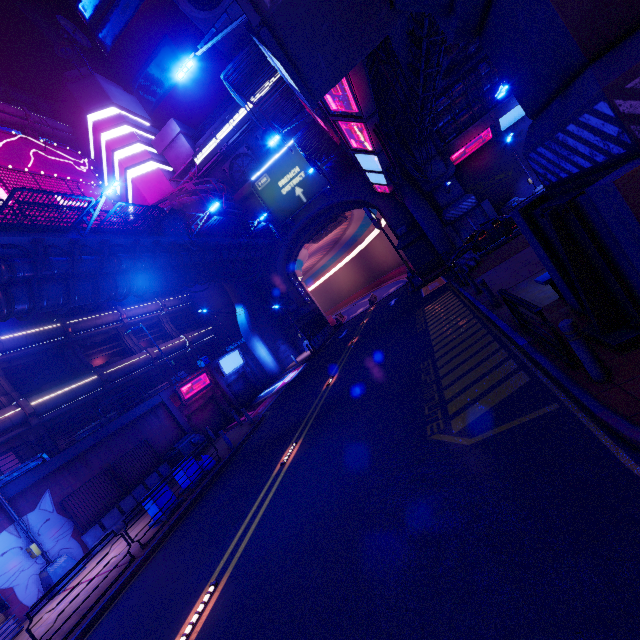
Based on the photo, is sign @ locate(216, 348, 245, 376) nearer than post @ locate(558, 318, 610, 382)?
No

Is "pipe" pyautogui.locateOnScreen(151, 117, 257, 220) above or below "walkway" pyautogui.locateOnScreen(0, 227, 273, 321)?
above

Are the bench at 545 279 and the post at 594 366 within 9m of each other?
yes

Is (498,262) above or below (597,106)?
below

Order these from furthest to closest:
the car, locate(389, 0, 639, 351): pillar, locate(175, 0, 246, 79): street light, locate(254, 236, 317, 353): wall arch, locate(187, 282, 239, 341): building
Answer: locate(187, 282, 239, 341): building
locate(254, 236, 317, 353): wall arch
the car
locate(175, 0, 246, 79): street light
locate(389, 0, 639, 351): pillar

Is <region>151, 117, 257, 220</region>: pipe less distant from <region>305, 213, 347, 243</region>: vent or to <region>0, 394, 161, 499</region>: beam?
<region>305, 213, 347, 243</region>: vent

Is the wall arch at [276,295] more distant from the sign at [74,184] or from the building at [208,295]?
the sign at [74,184]

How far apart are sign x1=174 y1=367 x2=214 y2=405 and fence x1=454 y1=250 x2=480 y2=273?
19.6m
